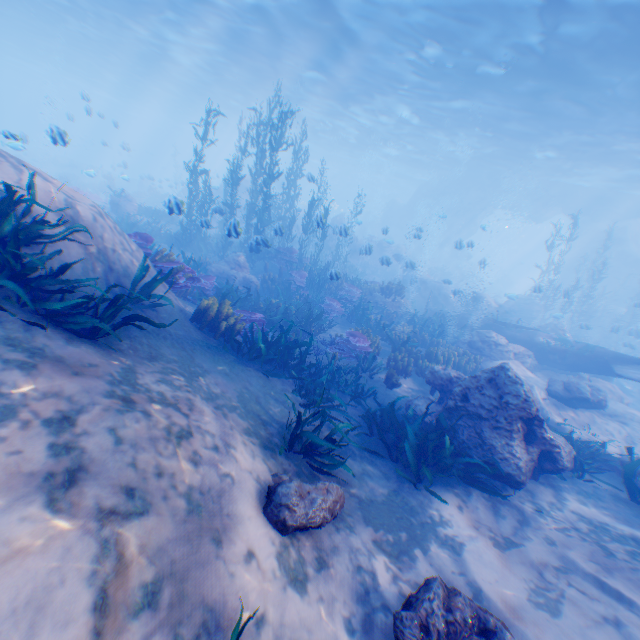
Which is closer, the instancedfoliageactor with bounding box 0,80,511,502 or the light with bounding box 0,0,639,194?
the instancedfoliageactor with bounding box 0,80,511,502

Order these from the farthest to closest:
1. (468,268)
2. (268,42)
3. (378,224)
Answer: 1. (378,224)
2. (468,268)
3. (268,42)

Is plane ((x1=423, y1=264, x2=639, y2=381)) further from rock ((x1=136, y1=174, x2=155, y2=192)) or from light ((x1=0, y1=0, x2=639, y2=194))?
light ((x1=0, y1=0, x2=639, y2=194))

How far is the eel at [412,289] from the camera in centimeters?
1645cm

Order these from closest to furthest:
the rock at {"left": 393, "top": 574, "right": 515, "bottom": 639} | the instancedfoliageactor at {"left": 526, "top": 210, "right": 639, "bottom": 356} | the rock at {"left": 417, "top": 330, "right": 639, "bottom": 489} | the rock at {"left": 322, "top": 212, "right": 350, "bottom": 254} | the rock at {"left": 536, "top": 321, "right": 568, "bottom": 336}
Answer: the rock at {"left": 393, "top": 574, "right": 515, "bottom": 639}, the rock at {"left": 417, "top": 330, "right": 639, "bottom": 489}, the rock at {"left": 322, "top": 212, "right": 350, "bottom": 254}, the rock at {"left": 536, "top": 321, "right": 568, "bottom": 336}, the instancedfoliageactor at {"left": 526, "top": 210, "right": 639, "bottom": 356}

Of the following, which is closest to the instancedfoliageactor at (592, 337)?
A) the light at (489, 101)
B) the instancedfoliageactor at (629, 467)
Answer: the instancedfoliageactor at (629, 467)

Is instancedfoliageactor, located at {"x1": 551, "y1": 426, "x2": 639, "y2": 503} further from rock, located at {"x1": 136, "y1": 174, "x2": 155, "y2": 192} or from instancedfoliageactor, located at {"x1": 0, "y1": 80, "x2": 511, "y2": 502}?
instancedfoliageactor, located at {"x1": 0, "y1": 80, "x2": 511, "y2": 502}

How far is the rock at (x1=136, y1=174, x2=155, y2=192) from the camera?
25.34m
